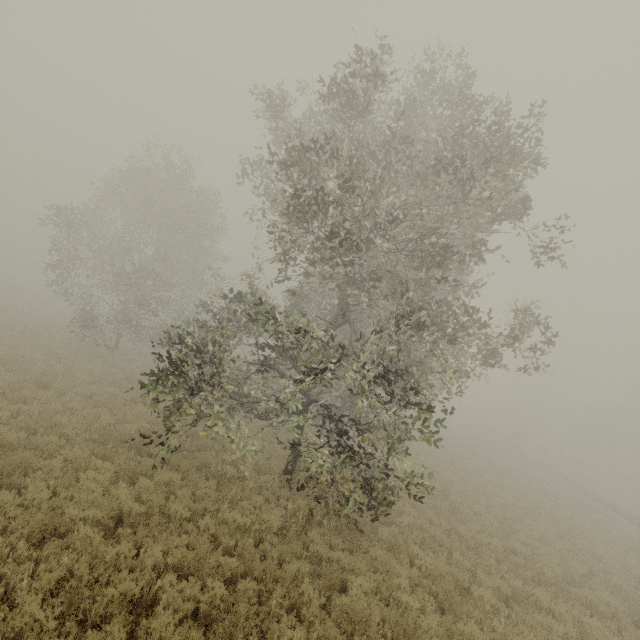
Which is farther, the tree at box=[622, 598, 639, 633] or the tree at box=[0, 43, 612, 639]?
the tree at box=[622, 598, 639, 633]

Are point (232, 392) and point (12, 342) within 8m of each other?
no

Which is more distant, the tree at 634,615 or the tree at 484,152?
the tree at 634,615
